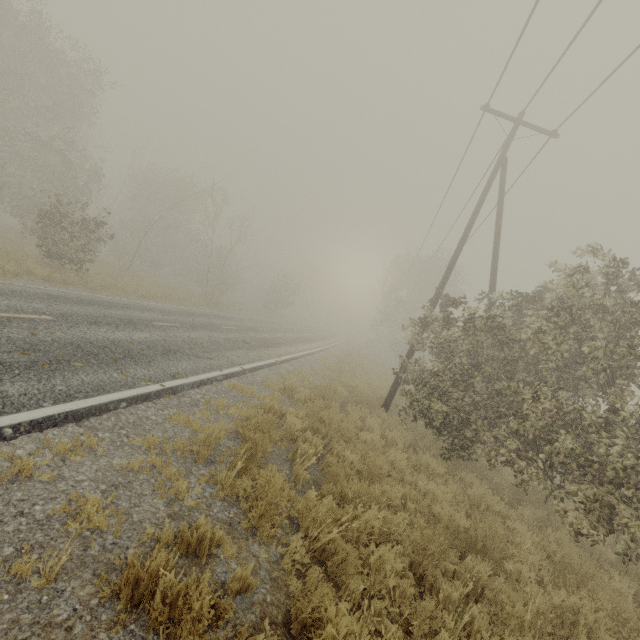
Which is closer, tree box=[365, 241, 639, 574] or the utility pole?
tree box=[365, 241, 639, 574]

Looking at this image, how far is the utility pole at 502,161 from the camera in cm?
1176

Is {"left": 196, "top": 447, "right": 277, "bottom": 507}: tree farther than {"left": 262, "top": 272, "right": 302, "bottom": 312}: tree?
No

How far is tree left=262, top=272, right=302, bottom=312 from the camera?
41.4m

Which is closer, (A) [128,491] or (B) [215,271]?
(A) [128,491]

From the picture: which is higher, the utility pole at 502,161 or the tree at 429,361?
the utility pole at 502,161
